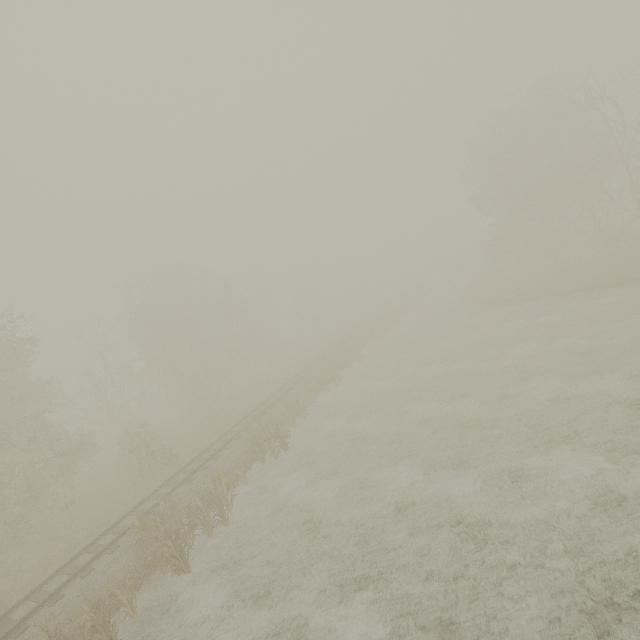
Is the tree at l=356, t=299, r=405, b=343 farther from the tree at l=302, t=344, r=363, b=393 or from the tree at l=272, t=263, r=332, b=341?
the tree at l=272, t=263, r=332, b=341

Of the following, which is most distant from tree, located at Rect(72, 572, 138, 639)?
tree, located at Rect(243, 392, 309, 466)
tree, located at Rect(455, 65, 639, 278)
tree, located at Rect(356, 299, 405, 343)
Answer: tree, located at Rect(455, 65, 639, 278)

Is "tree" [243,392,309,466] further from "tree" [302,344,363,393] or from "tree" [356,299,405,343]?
"tree" [356,299,405,343]

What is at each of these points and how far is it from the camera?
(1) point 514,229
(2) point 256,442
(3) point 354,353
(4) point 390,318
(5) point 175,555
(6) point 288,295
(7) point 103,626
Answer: (1) tree, 32.0 meters
(2) tree, 16.6 meters
(3) tree, 28.6 meters
(4) tree, 39.9 meters
(5) tree, 10.6 meters
(6) tree, 58.9 meters
(7) tree, 9.0 meters

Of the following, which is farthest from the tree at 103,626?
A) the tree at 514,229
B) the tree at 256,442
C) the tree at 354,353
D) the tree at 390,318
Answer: the tree at 514,229

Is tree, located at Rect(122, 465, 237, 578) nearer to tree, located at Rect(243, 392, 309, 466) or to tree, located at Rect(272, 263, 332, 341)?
tree, located at Rect(243, 392, 309, 466)

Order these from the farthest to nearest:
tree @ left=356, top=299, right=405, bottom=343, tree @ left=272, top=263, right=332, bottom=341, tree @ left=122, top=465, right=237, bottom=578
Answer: tree @ left=272, top=263, right=332, bottom=341
tree @ left=356, top=299, right=405, bottom=343
tree @ left=122, top=465, right=237, bottom=578
